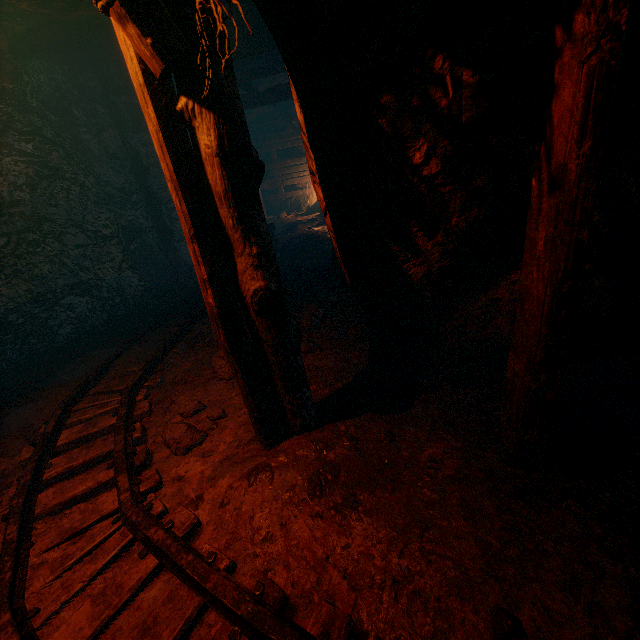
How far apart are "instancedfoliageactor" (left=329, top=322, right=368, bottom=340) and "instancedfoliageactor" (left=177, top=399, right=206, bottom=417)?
1.7m

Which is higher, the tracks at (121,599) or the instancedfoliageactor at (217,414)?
the tracks at (121,599)

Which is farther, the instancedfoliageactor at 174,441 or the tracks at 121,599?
the instancedfoliageactor at 174,441

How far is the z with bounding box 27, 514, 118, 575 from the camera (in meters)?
2.10

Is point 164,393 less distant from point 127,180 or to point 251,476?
point 251,476

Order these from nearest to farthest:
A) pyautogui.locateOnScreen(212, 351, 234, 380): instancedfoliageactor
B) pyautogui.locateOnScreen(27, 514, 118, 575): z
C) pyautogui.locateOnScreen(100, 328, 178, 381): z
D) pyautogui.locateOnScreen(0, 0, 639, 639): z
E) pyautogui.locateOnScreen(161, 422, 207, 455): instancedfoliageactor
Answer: pyautogui.locateOnScreen(0, 0, 639, 639): z → pyautogui.locateOnScreen(27, 514, 118, 575): z → pyautogui.locateOnScreen(161, 422, 207, 455): instancedfoliageactor → pyautogui.locateOnScreen(212, 351, 234, 380): instancedfoliageactor → pyautogui.locateOnScreen(100, 328, 178, 381): z

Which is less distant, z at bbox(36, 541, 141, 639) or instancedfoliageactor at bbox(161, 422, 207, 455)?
z at bbox(36, 541, 141, 639)

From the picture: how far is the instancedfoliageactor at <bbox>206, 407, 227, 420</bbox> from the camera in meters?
3.2
